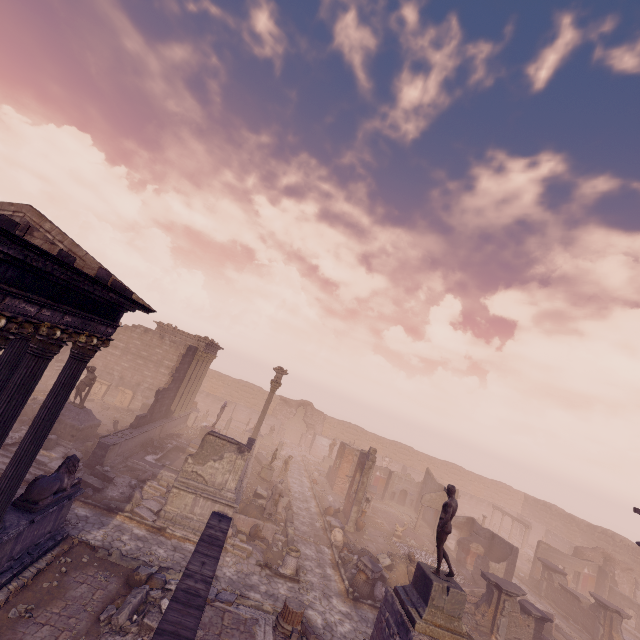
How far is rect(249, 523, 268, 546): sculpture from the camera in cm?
1486

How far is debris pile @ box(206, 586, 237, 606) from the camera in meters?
9.8

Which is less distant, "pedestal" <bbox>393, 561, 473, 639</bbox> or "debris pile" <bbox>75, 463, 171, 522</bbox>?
"pedestal" <bbox>393, 561, 473, 639</bbox>

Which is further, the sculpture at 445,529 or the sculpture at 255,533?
the sculpture at 255,533

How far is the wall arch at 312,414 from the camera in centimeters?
4316cm

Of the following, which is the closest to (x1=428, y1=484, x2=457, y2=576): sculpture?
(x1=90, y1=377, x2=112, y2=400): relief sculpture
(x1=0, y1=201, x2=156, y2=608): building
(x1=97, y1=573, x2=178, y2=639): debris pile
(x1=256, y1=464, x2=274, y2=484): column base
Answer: (x1=97, y1=573, x2=178, y2=639): debris pile

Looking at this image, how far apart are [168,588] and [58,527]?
4.0m

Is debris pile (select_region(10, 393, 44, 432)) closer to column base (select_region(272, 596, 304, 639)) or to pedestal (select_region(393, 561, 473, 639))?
column base (select_region(272, 596, 304, 639))
